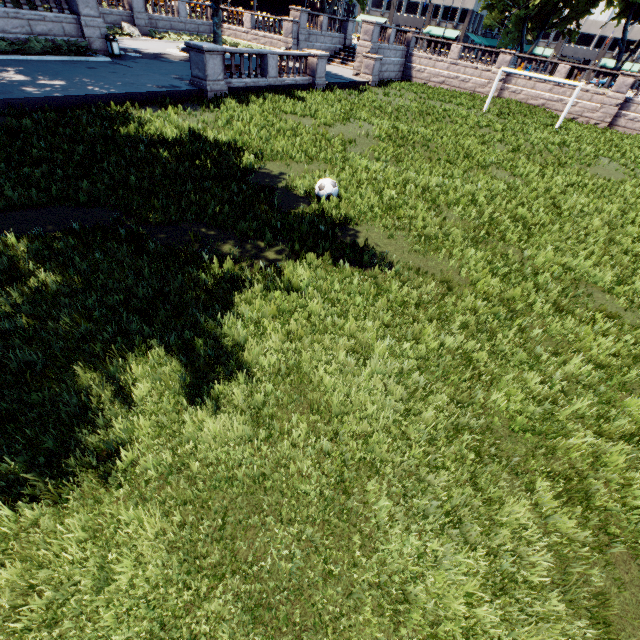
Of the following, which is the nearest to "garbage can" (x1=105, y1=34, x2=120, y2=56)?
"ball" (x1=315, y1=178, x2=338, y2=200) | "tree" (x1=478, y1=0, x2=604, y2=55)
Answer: "tree" (x1=478, y1=0, x2=604, y2=55)

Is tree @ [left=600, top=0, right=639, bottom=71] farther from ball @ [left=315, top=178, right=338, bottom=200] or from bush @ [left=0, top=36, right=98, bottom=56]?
ball @ [left=315, top=178, right=338, bottom=200]

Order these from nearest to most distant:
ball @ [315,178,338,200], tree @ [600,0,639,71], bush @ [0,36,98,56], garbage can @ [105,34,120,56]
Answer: ball @ [315,178,338,200]
bush @ [0,36,98,56]
garbage can @ [105,34,120,56]
tree @ [600,0,639,71]

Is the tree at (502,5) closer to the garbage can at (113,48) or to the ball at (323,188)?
the garbage can at (113,48)

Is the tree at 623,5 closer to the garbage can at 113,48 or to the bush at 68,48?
the bush at 68,48

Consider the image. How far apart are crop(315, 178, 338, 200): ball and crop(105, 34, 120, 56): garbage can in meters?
21.1 m

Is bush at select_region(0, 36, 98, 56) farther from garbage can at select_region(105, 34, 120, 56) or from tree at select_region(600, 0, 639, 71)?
tree at select_region(600, 0, 639, 71)

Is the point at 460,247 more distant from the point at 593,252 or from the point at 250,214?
the point at 250,214
